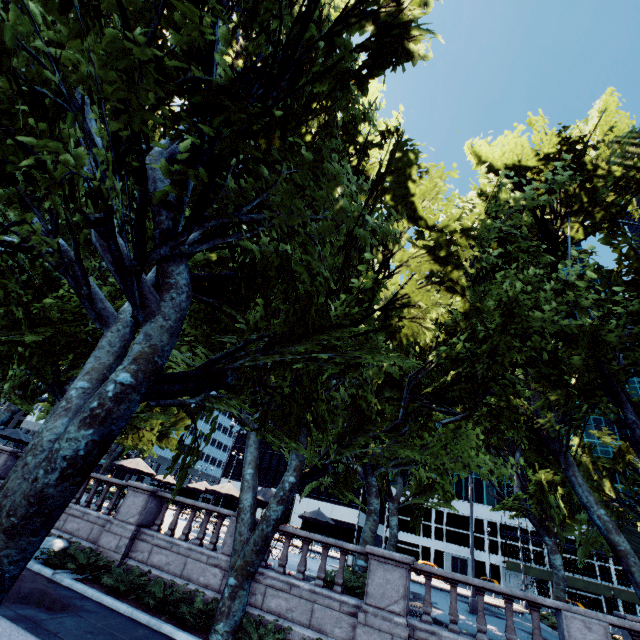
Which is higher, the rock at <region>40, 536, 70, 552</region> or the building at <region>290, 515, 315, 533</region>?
the building at <region>290, 515, 315, 533</region>

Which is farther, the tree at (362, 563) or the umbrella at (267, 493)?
the umbrella at (267, 493)

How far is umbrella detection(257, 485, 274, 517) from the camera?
16.0m

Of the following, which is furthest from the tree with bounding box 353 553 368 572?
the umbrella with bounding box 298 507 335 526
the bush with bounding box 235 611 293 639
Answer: the umbrella with bounding box 298 507 335 526

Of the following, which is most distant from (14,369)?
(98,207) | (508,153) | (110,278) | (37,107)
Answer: (508,153)

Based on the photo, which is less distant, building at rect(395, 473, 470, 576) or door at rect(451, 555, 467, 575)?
door at rect(451, 555, 467, 575)

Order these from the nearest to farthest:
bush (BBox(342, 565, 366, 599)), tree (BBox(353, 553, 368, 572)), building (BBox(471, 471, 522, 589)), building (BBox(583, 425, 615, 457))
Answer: bush (BBox(342, 565, 366, 599)), tree (BBox(353, 553, 368, 572)), building (BBox(471, 471, 522, 589)), building (BBox(583, 425, 615, 457))

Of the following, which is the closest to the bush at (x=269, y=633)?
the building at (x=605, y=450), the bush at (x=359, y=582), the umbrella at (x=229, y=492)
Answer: the bush at (x=359, y=582)
